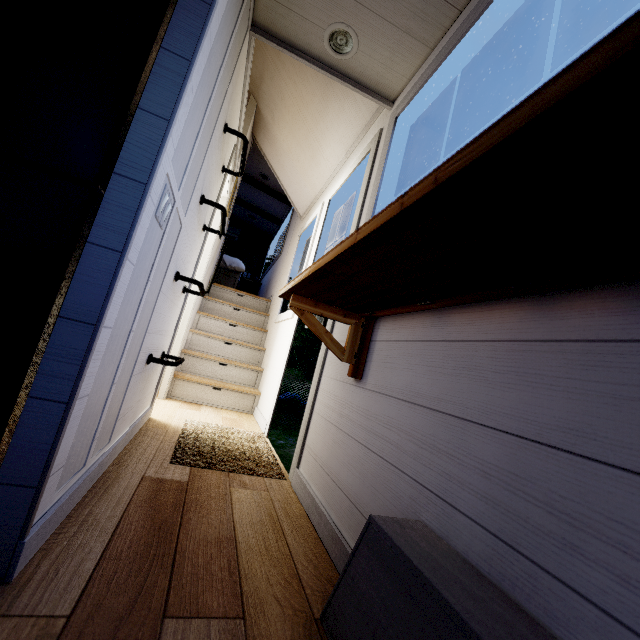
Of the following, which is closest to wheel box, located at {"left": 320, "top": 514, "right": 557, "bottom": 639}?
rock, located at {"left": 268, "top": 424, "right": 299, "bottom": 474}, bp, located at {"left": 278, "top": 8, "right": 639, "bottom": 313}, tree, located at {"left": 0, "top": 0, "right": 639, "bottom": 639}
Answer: tree, located at {"left": 0, "top": 0, "right": 639, "bottom": 639}

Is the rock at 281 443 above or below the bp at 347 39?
below

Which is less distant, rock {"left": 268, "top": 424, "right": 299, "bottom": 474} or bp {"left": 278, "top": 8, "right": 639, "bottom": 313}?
bp {"left": 278, "top": 8, "right": 639, "bottom": 313}

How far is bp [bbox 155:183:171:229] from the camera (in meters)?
1.18

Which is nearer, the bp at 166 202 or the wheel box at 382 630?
the wheel box at 382 630

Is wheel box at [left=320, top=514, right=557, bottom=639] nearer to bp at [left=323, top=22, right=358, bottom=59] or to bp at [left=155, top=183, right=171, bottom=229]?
bp at [left=155, top=183, right=171, bottom=229]

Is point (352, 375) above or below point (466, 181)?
below

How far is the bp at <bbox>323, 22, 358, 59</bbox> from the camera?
1.8m
